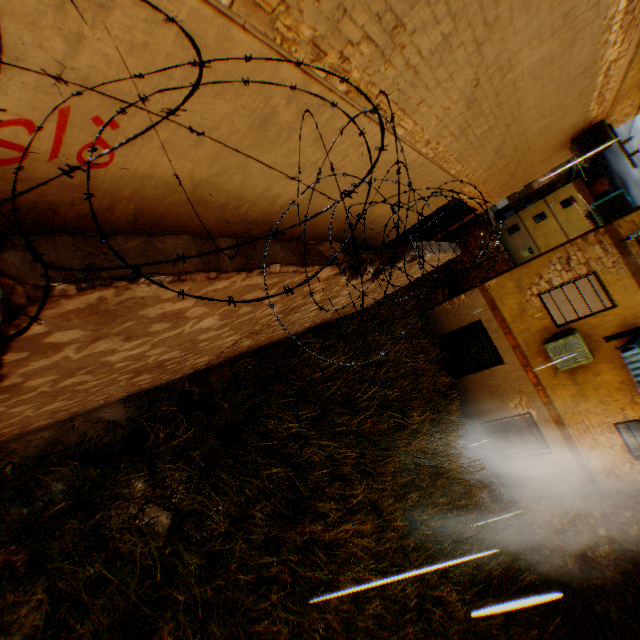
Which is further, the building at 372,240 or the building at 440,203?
the building at 440,203

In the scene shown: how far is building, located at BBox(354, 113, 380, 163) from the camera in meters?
4.2 m

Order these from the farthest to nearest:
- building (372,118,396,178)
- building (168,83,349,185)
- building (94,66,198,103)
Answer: building (372,118,396,178), building (168,83,349,185), building (94,66,198,103)

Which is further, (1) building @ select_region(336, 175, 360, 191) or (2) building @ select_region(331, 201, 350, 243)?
(2) building @ select_region(331, 201, 350, 243)

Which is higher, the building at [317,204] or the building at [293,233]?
the building at [317,204]

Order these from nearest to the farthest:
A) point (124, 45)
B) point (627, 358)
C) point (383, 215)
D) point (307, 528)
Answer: point (124, 45) < point (307, 528) < point (627, 358) < point (383, 215)
